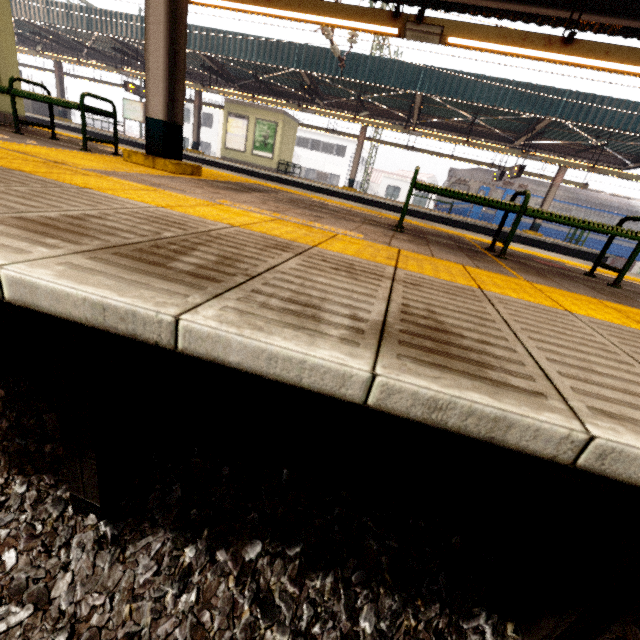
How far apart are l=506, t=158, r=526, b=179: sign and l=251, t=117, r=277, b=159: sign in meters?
11.6

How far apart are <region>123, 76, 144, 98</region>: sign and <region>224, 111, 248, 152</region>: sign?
5.08m

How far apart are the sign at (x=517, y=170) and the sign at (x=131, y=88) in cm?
1970

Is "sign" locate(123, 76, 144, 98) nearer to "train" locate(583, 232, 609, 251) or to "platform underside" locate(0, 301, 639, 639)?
"platform underside" locate(0, 301, 639, 639)

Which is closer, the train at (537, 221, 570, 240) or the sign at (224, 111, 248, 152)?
the sign at (224, 111, 248, 152)

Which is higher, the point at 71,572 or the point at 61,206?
the point at 61,206

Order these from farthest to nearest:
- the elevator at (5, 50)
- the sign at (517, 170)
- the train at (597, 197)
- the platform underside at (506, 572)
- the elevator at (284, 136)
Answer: the train at (597, 197) → the elevator at (284, 136) → the sign at (517, 170) → the elevator at (5, 50) → the platform underside at (506, 572)

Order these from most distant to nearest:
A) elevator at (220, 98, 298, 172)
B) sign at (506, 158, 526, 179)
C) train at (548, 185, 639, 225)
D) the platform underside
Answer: train at (548, 185, 639, 225) < elevator at (220, 98, 298, 172) < sign at (506, 158, 526, 179) < the platform underside
